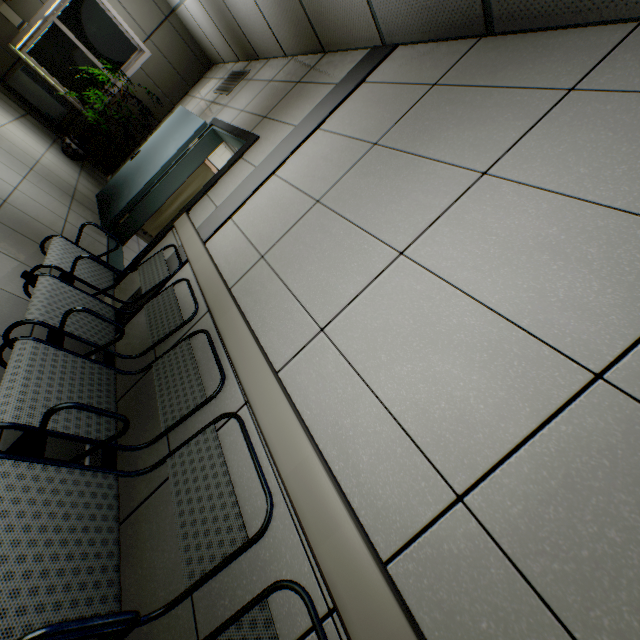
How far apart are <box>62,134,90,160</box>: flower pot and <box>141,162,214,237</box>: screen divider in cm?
173

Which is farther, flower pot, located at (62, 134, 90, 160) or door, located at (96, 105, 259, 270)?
flower pot, located at (62, 134, 90, 160)

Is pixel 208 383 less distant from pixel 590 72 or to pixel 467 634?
pixel 467 634

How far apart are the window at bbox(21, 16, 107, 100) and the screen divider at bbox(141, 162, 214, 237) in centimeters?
299cm

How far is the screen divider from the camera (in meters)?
5.36

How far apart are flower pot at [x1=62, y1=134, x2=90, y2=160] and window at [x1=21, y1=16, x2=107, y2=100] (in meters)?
1.20

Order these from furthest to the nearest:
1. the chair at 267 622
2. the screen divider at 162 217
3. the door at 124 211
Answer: the screen divider at 162 217
the door at 124 211
the chair at 267 622

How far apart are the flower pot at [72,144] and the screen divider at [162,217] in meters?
1.7 m
